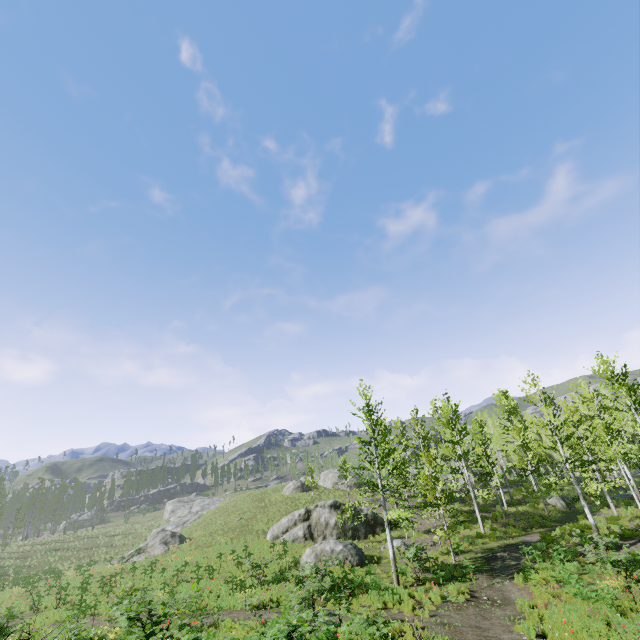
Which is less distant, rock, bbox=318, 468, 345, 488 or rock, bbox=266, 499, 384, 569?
rock, bbox=266, 499, 384, 569

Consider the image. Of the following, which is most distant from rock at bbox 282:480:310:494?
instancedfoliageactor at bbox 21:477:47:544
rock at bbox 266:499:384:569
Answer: instancedfoliageactor at bbox 21:477:47:544

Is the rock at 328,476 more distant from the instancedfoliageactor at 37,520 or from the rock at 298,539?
the rock at 298,539

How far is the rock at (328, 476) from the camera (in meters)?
46.38

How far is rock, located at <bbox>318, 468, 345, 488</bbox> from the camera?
46.4m

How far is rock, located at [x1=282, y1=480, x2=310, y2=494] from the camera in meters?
44.9 m

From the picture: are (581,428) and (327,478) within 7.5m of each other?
no

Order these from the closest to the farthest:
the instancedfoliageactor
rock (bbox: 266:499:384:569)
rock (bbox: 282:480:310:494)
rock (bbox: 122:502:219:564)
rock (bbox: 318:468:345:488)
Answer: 1. rock (bbox: 266:499:384:569)
2. rock (bbox: 122:502:219:564)
3. rock (bbox: 282:480:310:494)
4. rock (bbox: 318:468:345:488)
5. the instancedfoliageactor
